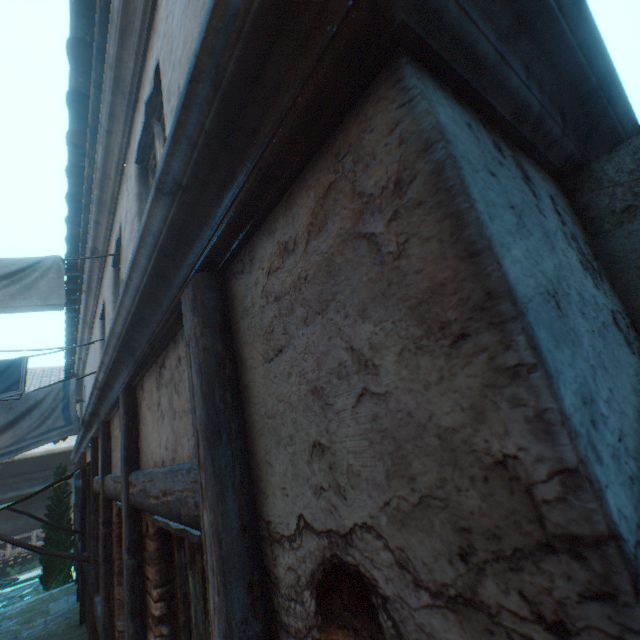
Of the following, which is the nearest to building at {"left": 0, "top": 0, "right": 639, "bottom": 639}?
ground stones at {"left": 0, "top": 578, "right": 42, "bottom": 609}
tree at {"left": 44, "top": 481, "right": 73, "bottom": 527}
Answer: tree at {"left": 44, "top": 481, "right": 73, "bottom": 527}

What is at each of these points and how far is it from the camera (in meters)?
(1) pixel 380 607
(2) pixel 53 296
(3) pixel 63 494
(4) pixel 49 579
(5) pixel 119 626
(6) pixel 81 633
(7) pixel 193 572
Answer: (1) building, 0.59
(2) clothesline, 3.56
(3) tree, 12.59
(4) tree, 11.73
(5) building, 3.26
(6) straw, 6.88
(7) building, 1.71

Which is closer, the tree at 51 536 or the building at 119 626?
the building at 119 626

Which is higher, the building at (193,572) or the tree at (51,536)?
the building at (193,572)

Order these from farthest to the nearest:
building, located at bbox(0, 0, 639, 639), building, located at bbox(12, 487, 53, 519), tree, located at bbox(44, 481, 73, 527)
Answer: building, located at bbox(12, 487, 53, 519) → tree, located at bbox(44, 481, 73, 527) → building, located at bbox(0, 0, 639, 639)

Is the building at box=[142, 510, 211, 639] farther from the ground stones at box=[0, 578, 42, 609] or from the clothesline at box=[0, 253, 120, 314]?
the ground stones at box=[0, 578, 42, 609]
